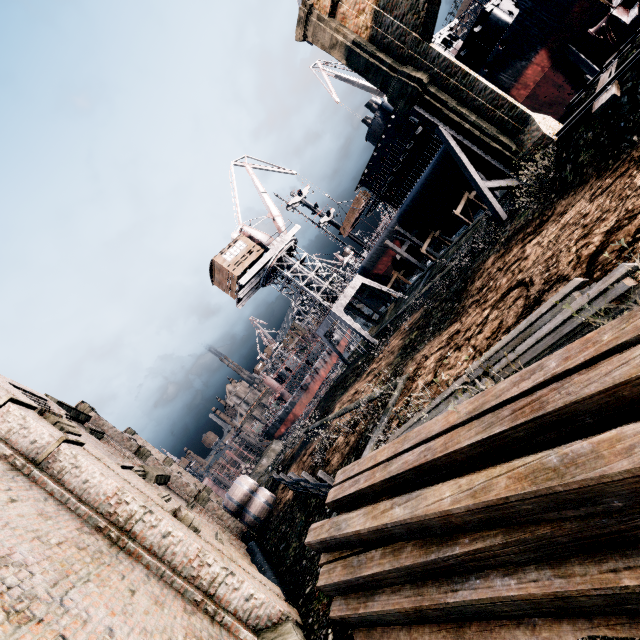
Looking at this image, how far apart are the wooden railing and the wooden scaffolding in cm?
3217

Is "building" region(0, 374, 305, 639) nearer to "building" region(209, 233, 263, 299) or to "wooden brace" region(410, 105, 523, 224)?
"wooden brace" region(410, 105, 523, 224)

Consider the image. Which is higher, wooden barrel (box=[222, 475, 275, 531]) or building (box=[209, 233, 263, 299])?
building (box=[209, 233, 263, 299])

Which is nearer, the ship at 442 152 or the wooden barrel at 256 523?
the wooden barrel at 256 523

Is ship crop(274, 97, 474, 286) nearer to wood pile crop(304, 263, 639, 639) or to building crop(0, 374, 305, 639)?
building crop(0, 374, 305, 639)

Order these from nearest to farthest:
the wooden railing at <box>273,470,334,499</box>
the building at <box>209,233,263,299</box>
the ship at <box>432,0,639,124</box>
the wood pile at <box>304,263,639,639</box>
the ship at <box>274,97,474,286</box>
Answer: the wood pile at <box>304,263,639,639</box> < the wooden railing at <box>273,470,334,499</box> < the ship at <box>432,0,639,124</box> < the building at <box>209,233,263,299</box> < the ship at <box>274,97,474,286</box>

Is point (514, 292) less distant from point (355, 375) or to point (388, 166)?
point (355, 375)

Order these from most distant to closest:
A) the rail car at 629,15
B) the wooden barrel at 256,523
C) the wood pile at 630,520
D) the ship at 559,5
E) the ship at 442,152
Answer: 1. the ship at 442,152
2. the ship at 559,5
3. the wooden barrel at 256,523
4. the rail car at 629,15
5. the wood pile at 630,520
